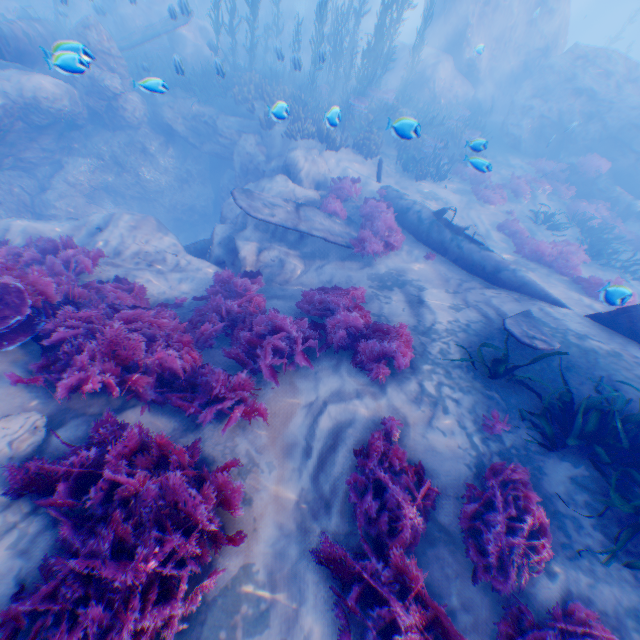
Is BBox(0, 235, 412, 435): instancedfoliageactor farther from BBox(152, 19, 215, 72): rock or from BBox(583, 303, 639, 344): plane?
BBox(583, 303, 639, 344): plane

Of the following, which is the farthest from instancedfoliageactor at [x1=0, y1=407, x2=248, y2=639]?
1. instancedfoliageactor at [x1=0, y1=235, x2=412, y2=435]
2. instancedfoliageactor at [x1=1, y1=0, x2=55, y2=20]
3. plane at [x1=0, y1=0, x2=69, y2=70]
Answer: plane at [x1=0, y1=0, x2=69, y2=70]

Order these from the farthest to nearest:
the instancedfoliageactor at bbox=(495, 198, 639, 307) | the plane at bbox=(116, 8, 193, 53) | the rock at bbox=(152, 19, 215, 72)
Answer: the rock at bbox=(152, 19, 215, 72) → the plane at bbox=(116, 8, 193, 53) → the instancedfoliageactor at bbox=(495, 198, 639, 307)

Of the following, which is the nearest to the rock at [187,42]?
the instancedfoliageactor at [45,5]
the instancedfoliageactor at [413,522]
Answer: the instancedfoliageactor at [45,5]

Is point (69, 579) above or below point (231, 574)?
above

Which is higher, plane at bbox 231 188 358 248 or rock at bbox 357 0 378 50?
rock at bbox 357 0 378 50

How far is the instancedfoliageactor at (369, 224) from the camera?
9.5m

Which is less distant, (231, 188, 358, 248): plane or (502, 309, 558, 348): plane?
(502, 309, 558, 348): plane
